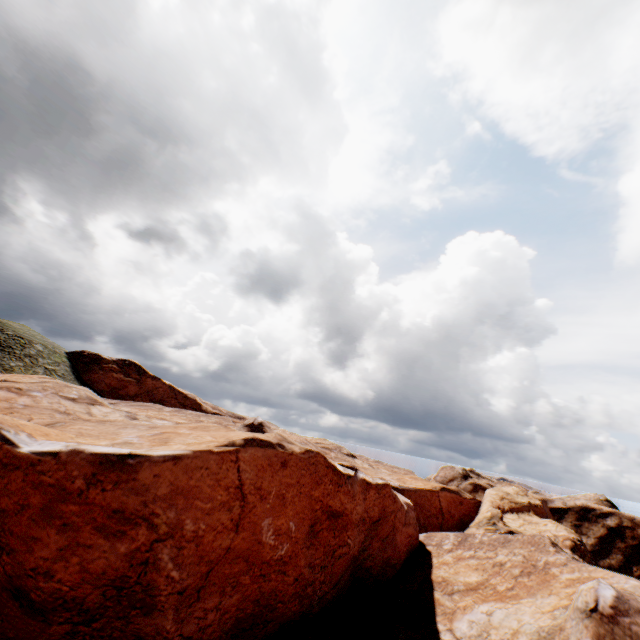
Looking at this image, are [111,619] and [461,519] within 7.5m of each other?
no
